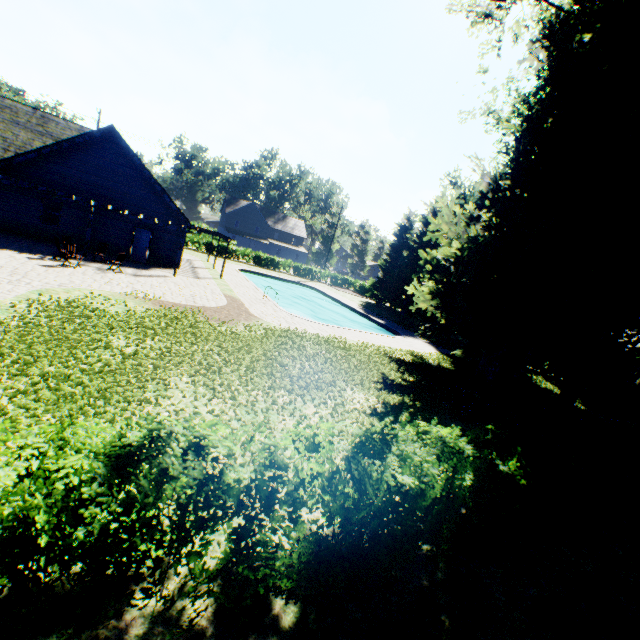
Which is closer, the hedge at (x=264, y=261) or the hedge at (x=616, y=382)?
the hedge at (x=616, y=382)

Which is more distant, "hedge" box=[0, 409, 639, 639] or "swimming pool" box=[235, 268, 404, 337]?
"swimming pool" box=[235, 268, 404, 337]

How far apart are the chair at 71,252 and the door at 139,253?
5.28m

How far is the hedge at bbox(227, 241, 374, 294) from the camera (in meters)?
43.38

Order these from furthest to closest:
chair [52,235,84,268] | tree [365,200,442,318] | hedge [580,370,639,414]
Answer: tree [365,200,442,318] → hedge [580,370,639,414] → chair [52,235,84,268]

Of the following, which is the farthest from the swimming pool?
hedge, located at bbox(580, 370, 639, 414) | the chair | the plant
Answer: hedge, located at bbox(580, 370, 639, 414)

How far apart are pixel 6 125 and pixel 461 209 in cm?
2747

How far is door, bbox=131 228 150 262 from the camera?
21.72m
